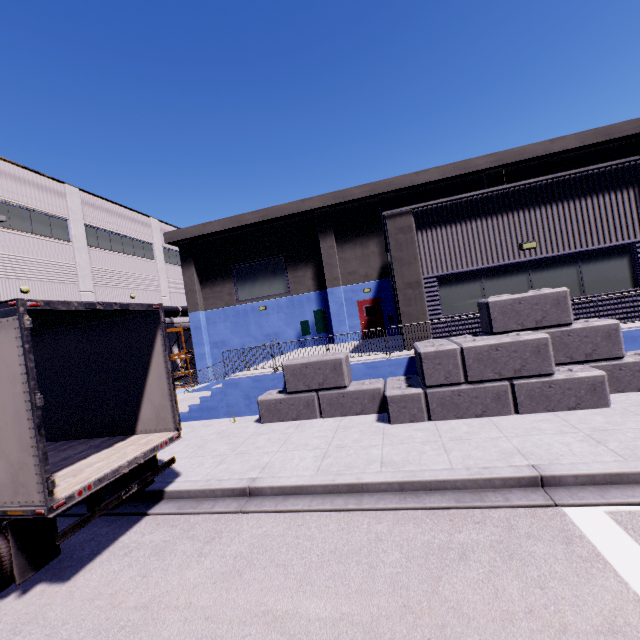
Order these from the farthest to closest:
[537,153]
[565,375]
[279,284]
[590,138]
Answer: [279,284] → [537,153] → [590,138] → [565,375]

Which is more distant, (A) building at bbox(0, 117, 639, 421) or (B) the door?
(B) the door

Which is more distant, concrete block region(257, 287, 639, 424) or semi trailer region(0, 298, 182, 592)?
concrete block region(257, 287, 639, 424)

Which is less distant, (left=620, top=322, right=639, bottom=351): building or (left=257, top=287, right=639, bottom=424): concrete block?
(left=257, top=287, right=639, bottom=424): concrete block

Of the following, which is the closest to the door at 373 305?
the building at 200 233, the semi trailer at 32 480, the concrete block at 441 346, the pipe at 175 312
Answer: the building at 200 233

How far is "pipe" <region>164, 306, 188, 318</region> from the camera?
27.95m

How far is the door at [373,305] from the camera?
19.9m

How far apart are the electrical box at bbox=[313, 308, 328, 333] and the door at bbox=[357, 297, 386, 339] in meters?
2.1
